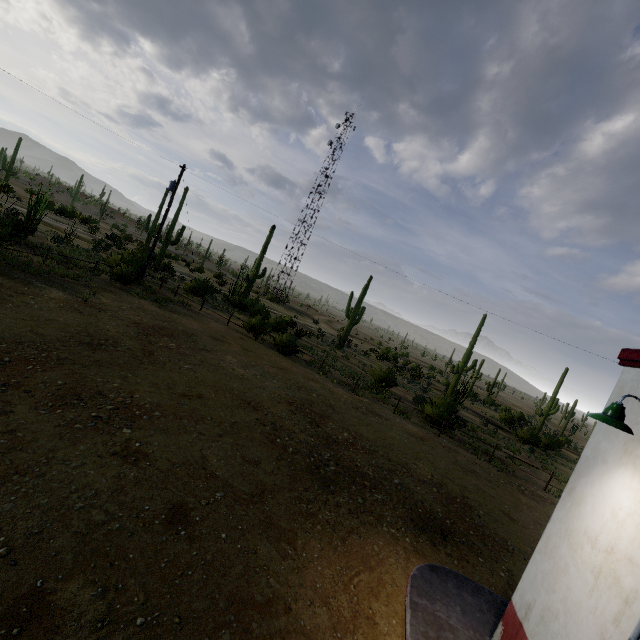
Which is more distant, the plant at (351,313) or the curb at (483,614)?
the plant at (351,313)

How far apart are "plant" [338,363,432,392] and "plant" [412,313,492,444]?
5.48m

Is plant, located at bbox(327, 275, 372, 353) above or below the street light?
below

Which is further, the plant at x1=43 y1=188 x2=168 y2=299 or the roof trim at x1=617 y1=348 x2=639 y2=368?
the plant at x1=43 y1=188 x2=168 y2=299

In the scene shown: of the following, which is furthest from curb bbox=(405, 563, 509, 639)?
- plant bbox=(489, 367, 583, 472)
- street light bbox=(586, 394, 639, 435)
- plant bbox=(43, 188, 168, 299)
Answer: Result: plant bbox=(43, 188, 168, 299)

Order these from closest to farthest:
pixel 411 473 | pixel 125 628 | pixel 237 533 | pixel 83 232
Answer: pixel 125 628, pixel 237 533, pixel 411 473, pixel 83 232

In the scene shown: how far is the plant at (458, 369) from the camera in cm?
1897

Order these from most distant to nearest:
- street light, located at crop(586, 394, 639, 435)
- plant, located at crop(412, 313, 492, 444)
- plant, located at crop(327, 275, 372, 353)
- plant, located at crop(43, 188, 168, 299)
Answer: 1. plant, located at crop(327, 275, 372, 353)
2. plant, located at crop(43, 188, 168, 299)
3. plant, located at crop(412, 313, 492, 444)
4. street light, located at crop(586, 394, 639, 435)
